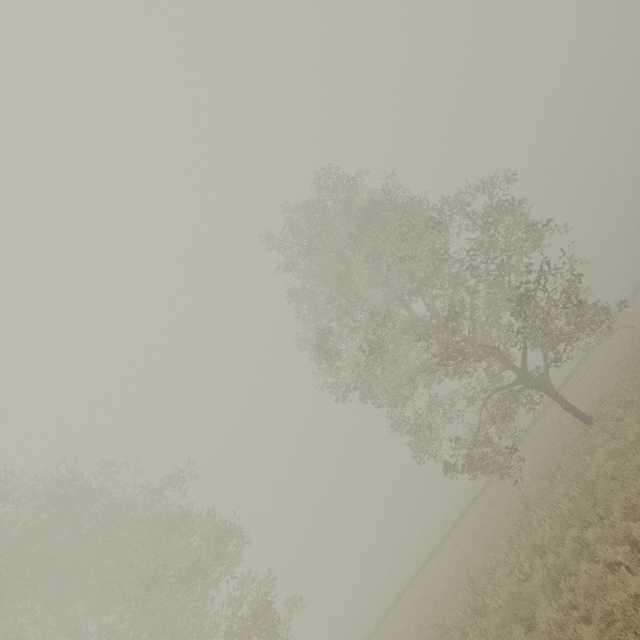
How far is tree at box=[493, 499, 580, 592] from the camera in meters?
9.6 m

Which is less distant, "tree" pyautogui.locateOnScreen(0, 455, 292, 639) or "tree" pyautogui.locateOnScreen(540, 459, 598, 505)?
"tree" pyautogui.locateOnScreen(540, 459, 598, 505)

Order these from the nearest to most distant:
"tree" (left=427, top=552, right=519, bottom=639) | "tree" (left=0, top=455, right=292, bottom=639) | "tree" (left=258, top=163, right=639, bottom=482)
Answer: "tree" (left=427, top=552, right=519, bottom=639) < "tree" (left=0, top=455, right=292, bottom=639) < "tree" (left=258, top=163, right=639, bottom=482)

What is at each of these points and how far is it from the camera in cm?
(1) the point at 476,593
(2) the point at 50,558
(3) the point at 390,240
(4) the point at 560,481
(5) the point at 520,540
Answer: (1) tree, 1153
(2) tree, 1409
(3) tree, 2134
(4) tree, 1284
(5) tree, 1084

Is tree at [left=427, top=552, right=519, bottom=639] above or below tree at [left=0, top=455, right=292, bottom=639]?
below

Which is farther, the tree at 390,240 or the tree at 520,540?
the tree at 390,240

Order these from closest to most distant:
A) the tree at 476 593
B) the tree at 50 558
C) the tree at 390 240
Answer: the tree at 476 593 < the tree at 50 558 < the tree at 390 240
